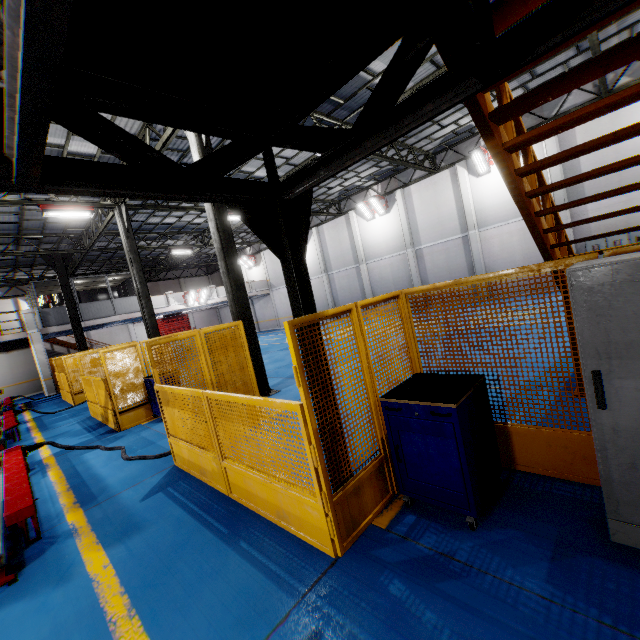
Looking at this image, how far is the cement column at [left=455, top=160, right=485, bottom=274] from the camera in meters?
17.9

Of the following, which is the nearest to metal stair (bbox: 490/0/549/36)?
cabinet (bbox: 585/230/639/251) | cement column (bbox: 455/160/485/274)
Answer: cabinet (bbox: 585/230/639/251)

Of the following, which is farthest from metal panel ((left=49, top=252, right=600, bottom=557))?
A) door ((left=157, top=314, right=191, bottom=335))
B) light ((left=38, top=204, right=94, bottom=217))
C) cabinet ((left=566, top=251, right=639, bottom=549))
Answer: door ((left=157, top=314, right=191, bottom=335))

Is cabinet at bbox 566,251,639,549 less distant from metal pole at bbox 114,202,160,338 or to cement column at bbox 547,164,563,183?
metal pole at bbox 114,202,160,338

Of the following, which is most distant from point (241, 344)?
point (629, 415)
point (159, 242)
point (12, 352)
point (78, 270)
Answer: point (78, 270)

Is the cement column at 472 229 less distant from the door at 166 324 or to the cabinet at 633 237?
the cabinet at 633 237

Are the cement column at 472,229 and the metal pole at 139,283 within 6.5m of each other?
no

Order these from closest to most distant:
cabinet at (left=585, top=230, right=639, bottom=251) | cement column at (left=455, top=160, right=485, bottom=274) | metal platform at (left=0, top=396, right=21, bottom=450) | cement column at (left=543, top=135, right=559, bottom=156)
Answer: metal platform at (left=0, top=396, right=21, bottom=450) → cabinet at (left=585, top=230, right=639, bottom=251) → cement column at (left=543, top=135, right=559, bottom=156) → cement column at (left=455, top=160, right=485, bottom=274)
